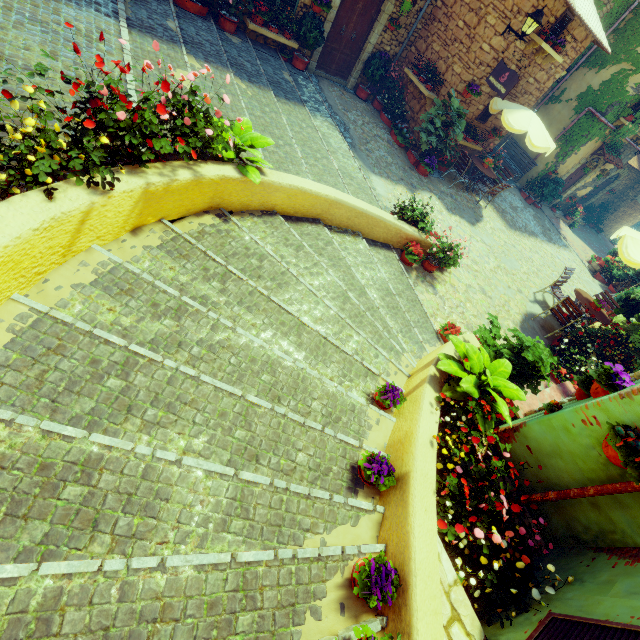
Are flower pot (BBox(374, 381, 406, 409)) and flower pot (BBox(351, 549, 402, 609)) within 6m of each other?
yes

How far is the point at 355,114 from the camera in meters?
10.5

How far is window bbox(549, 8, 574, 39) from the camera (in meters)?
9.12

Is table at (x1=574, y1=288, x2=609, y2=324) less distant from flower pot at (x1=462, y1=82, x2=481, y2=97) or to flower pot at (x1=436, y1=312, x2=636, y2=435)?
flower pot at (x1=436, y1=312, x2=636, y2=435)

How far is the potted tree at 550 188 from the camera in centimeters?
1544cm

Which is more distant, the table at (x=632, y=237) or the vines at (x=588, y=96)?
the vines at (x=588, y=96)

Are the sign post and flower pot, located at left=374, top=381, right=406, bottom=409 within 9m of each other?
no

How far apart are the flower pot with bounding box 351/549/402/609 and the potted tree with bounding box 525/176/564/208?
18.34m
